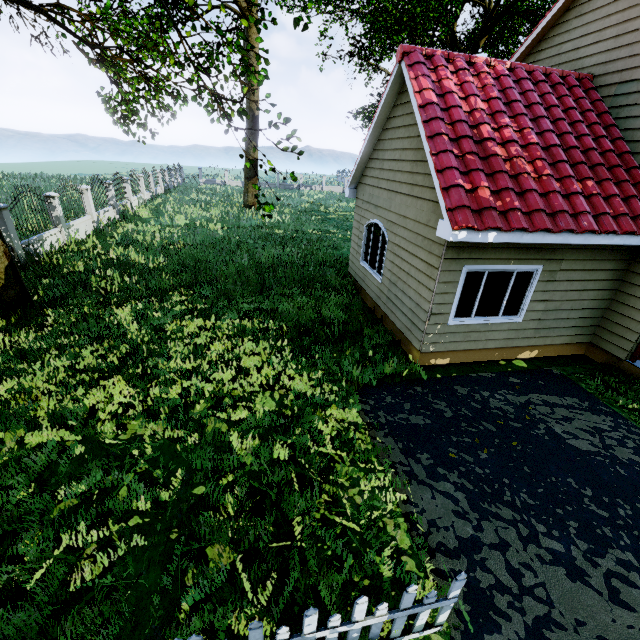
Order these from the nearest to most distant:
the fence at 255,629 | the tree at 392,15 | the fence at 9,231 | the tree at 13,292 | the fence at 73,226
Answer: the fence at 255,629 < the tree at 13,292 < the fence at 9,231 < the fence at 73,226 < the tree at 392,15

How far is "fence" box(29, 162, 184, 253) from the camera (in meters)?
13.06

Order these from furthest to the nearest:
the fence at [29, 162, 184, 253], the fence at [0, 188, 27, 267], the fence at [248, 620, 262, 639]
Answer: the fence at [29, 162, 184, 253], the fence at [0, 188, 27, 267], the fence at [248, 620, 262, 639]

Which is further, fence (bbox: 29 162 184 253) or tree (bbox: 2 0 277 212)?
fence (bbox: 29 162 184 253)

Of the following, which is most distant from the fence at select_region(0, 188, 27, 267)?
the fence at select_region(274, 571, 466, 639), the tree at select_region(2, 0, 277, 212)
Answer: the fence at select_region(274, 571, 466, 639)

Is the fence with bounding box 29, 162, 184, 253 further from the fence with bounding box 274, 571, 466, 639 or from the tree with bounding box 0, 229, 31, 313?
the fence with bounding box 274, 571, 466, 639

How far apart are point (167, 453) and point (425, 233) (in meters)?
6.57

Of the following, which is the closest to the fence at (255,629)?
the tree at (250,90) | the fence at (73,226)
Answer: the tree at (250,90)
